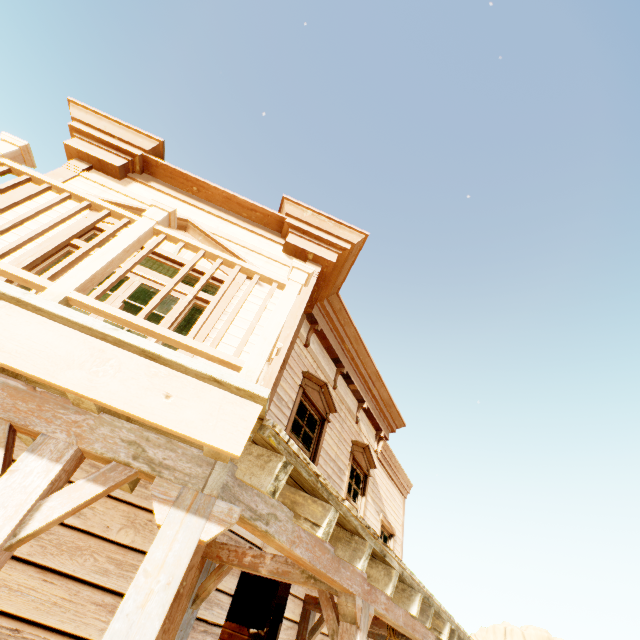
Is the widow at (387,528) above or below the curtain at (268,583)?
above

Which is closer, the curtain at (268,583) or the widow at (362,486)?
the curtain at (268,583)

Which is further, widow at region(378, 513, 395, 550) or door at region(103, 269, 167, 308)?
widow at region(378, 513, 395, 550)

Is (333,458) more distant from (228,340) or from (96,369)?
(96,369)

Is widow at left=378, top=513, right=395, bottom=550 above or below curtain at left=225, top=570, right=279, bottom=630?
above

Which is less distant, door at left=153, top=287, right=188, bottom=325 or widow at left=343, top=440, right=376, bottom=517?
door at left=153, top=287, right=188, bottom=325

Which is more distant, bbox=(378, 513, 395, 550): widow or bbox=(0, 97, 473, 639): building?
bbox=(378, 513, 395, 550): widow

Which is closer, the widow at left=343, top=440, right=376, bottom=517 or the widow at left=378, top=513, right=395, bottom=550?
the widow at left=343, top=440, right=376, bottom=517
